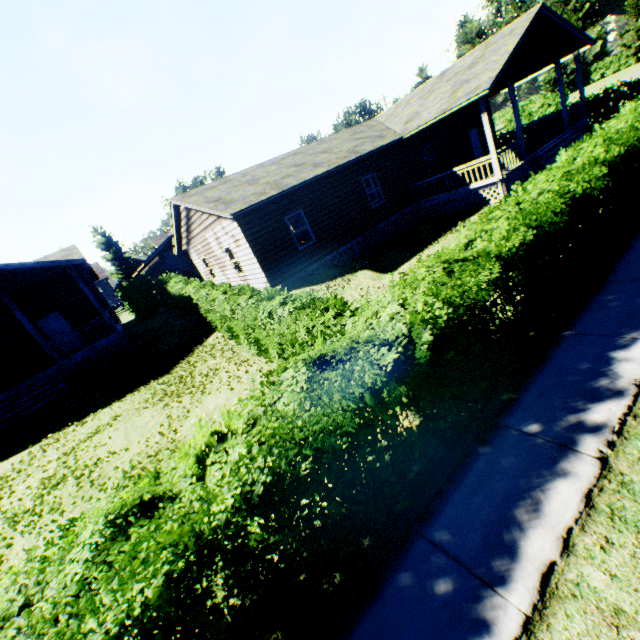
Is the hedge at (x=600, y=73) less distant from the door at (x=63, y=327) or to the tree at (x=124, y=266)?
the tree at (x=124, y=266)

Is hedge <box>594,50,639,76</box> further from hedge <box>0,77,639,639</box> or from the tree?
the tree

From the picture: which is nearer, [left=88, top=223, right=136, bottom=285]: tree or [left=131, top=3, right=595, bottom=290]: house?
[left=131, top=3, right=595, bottom=290]: house

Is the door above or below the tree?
below

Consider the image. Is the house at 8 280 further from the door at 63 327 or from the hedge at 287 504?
the hedge at 287 504

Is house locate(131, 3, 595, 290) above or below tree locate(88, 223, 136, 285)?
below

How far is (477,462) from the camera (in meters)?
3.93

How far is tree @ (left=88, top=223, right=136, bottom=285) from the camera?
46.1 meters
